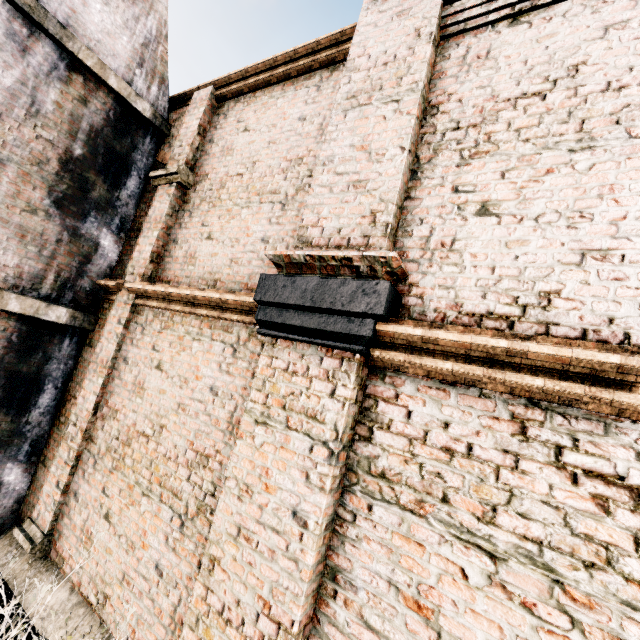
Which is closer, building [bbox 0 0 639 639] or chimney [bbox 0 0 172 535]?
building [bbox 0 0 639 639]

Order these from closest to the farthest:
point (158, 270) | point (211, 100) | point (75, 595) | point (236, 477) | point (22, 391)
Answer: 1. point (236, 477)
2. point (75, 595)
3. point (22, 391)
4. point (158, 270)
5. point (211, 100)

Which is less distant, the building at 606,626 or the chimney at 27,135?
the building at 606,626
